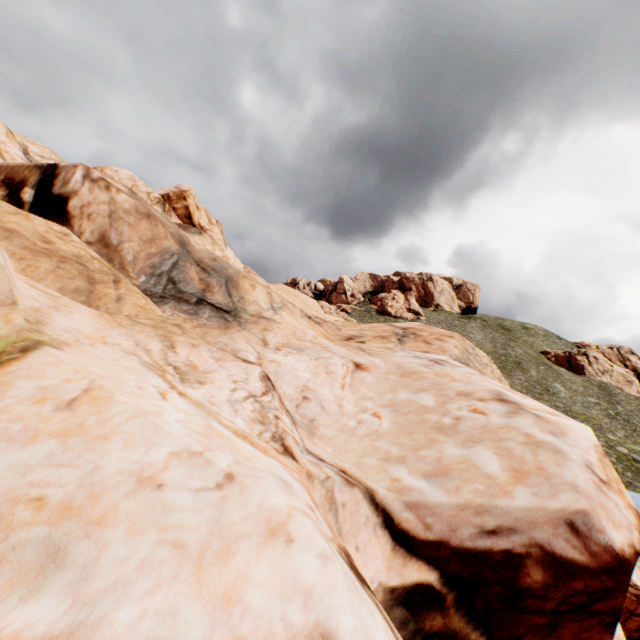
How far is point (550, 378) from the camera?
59.3 meters
